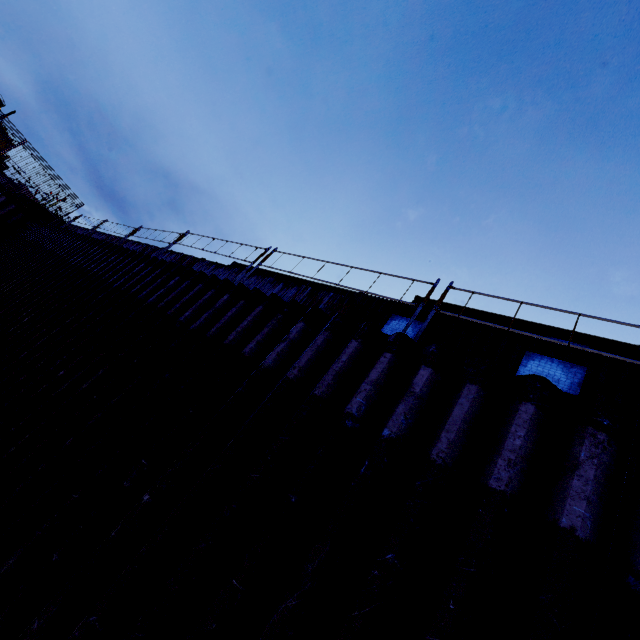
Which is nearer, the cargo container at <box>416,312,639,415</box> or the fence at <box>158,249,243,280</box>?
the cargo container at <box>416,312,639,415</box>

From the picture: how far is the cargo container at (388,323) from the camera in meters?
7.6

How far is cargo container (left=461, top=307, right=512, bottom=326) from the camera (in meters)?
9.53

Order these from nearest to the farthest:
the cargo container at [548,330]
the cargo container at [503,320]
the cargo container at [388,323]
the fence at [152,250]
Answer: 1. the cargo container at [388,323]
2. the cargo container at [548,330]
3. the cargo container at [503,320]
4. the fence at [152,250]

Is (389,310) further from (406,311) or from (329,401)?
(329,401)

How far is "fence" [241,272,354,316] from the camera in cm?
864
